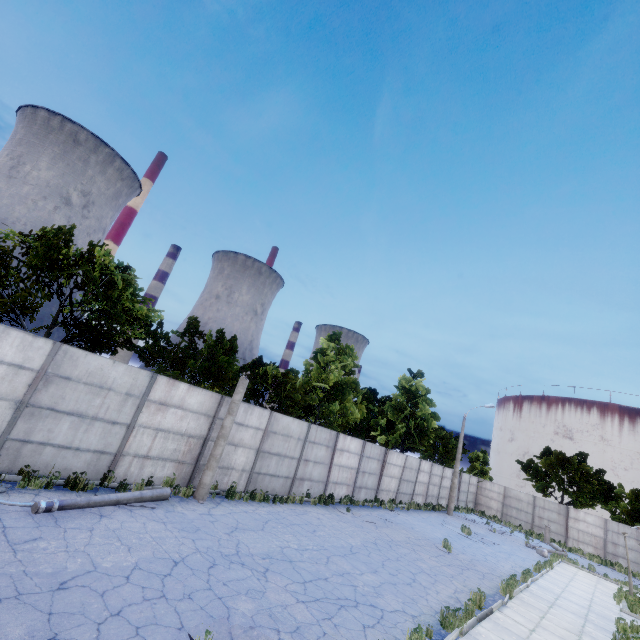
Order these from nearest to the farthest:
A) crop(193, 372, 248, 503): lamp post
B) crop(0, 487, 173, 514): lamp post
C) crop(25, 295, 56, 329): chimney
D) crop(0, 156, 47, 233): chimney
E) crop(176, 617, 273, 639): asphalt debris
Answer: crop(176, 617, 273, 639): asphalt debris
crop(0, 487, 173, 514): lamp post
crop(193, 372, 248, 503): lamp post
crop(25, 295, 56, 329): chimney
crop(0, 156, 47, 233): chimney

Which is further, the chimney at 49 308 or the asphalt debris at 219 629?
the chimney at 49 308

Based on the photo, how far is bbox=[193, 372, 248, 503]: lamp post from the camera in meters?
11.8 m

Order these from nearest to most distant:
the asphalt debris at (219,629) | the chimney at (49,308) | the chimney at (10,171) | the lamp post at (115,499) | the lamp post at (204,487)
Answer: the asphalt debris at (219,629) → the lamp post at (115,499) → the lamp post at (204,487) → the chimney at (49,308) → the chimney at (10,171)

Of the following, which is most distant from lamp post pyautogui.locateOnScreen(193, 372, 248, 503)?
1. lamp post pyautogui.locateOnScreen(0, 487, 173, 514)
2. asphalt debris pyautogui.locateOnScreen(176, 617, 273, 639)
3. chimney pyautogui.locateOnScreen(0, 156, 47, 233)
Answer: chimney pyautogui.locateOnScreen(0, 156, 47, 233)

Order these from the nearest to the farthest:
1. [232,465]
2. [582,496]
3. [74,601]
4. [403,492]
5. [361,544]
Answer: [74,601] → [361,544] → [232,465] → [403,492] → [582,496]

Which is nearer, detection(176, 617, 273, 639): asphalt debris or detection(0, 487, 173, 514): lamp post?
detection(176, 617, 273, 639): asphalt debris

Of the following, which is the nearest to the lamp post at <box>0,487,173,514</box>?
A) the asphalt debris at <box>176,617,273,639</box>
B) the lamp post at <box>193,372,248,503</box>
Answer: the lamp post at <box>193,372,248,503</box>
